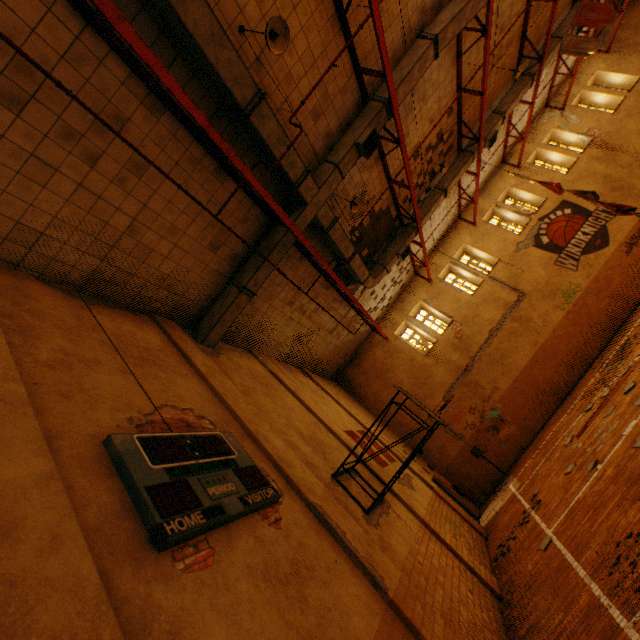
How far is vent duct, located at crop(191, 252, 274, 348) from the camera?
8.2 meters

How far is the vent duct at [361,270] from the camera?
11.7 meters

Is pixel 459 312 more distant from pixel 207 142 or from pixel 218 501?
pixel 218 501

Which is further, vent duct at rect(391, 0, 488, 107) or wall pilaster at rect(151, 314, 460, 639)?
vent duct at rect(391, 0, 488, 107)

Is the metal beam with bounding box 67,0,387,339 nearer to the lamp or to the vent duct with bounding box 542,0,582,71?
the vent duct with bounding box 542,0,582,71

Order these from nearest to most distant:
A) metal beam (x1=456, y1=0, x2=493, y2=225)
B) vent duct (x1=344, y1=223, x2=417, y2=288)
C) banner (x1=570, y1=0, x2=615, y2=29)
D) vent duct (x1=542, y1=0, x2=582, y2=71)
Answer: metal beam (x1=456, y1=0, x2=493, y2=225) → banner (x1=570, y1=0, x2=615, y2=29) → vent duct (x1=344, y1=223, x2=417, y2=288) → vent duct (x1=542, y1=0, x2=582, y2=71)

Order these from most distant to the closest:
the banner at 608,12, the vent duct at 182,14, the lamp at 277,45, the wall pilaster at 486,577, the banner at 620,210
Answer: the banner at 620,210 < the banner at 608,12 < the wall pilaster at 486,577 < the lamp at 277,45 < the vent duct at 182,14
